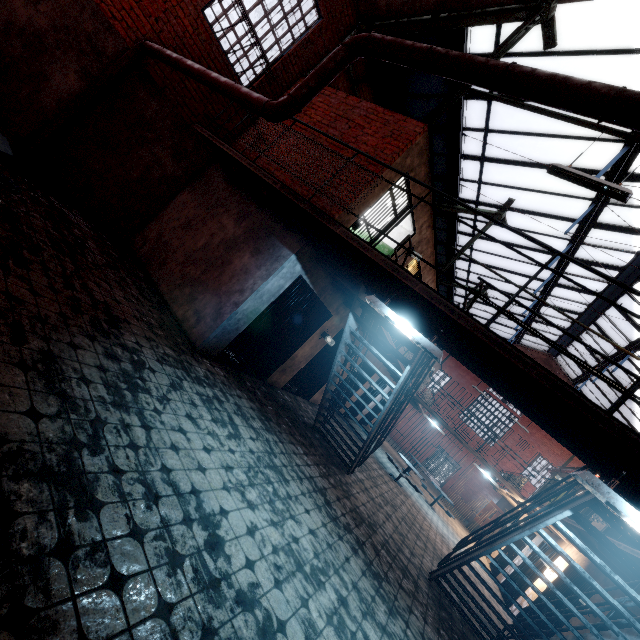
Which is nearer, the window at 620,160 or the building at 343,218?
the building at 343,218

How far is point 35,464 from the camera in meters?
2.0 m

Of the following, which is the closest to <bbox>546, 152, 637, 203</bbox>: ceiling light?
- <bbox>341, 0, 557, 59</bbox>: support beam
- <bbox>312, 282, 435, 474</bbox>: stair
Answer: <bbox>341, 0, 557, 59</bbox>: support beam

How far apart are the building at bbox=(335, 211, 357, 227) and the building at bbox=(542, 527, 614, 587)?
8.0m

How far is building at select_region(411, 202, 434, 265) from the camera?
7.7m

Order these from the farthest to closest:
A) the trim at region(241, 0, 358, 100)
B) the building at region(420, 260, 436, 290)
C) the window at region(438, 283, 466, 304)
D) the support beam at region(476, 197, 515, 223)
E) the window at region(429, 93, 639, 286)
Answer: the window at region(438, 283, 466, 304) → the support beam at region(476, 197, 515, 223) → the building at region(420, 260, 436, 290) → the window at region(429, 93, 639, 286) → the trim at region(241, 0, 358, 100)

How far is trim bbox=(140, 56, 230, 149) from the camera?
6.2m
